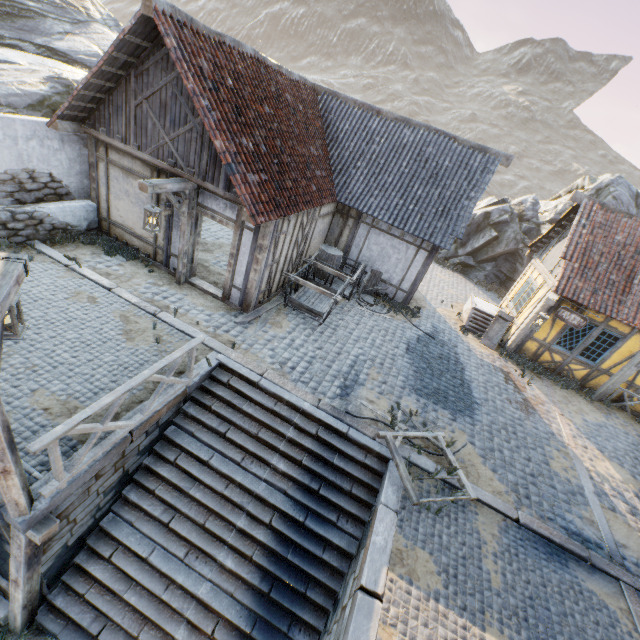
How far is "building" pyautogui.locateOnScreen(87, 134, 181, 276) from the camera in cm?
859

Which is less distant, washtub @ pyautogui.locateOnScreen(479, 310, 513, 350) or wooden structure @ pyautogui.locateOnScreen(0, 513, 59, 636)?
wooden structure @ pyautogui.locateOnScreen(0, 513, 59, 636)

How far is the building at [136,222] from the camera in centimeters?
859cm

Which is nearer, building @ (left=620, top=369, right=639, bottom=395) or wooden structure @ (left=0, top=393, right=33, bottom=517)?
wooden structure @ (left=0, top=393, right=33, bottom=517)

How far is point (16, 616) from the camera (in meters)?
5.19

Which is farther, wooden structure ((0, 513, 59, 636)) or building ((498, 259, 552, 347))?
building ((498, 259, 552, 347))

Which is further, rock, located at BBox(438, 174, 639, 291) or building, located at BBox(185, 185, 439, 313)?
rock, located at BBox(438, 174, 639, 291)

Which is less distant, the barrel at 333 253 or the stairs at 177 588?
the stairs at 177 588
